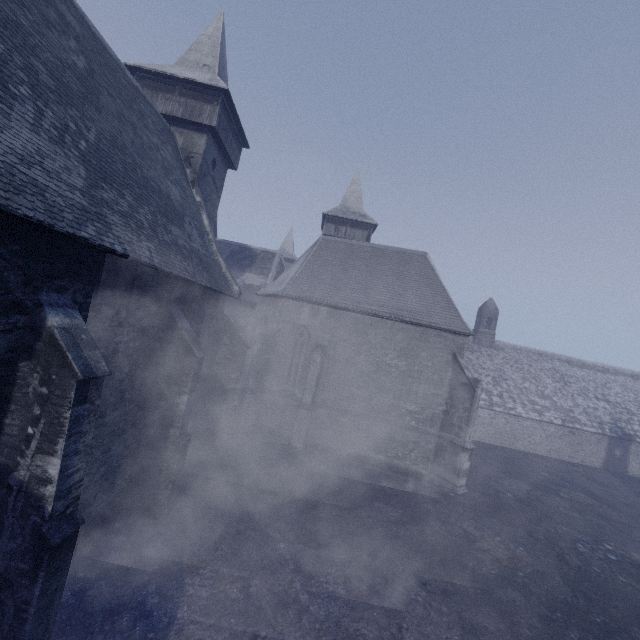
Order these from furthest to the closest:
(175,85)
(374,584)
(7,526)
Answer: →
1. (175,85)
2. (374,584)
3. (7,526)
